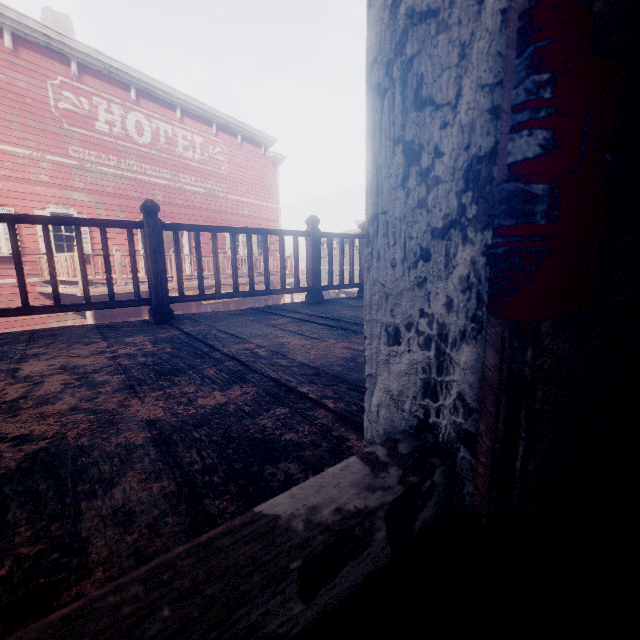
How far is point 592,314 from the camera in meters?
0.4 m
